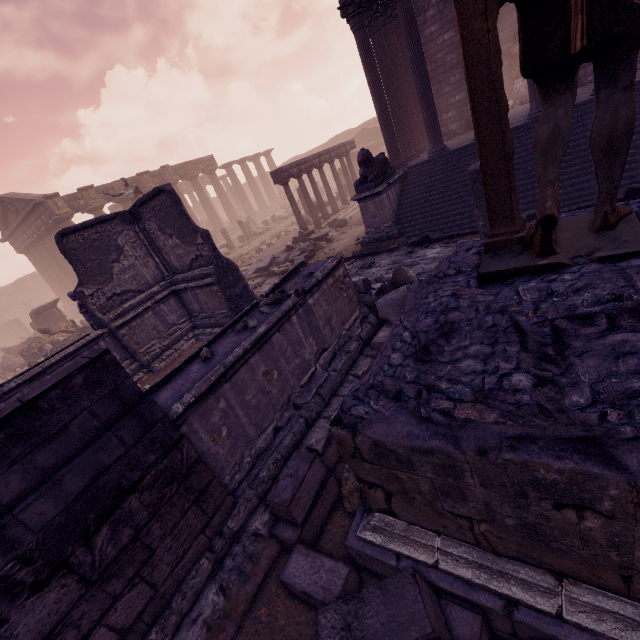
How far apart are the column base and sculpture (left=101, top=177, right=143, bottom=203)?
19.7m

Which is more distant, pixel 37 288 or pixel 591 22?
pixel 37 288

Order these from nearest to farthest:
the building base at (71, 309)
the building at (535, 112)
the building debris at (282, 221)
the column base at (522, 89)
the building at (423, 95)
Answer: the building at (535, 112), the building at (423, 95), the column base at (522, 89), the building debris at (282, 221), the building base at (71, 309)

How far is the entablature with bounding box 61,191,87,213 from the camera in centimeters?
2091cm

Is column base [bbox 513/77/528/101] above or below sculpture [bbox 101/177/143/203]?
below

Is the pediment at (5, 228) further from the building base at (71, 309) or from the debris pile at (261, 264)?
the debris pile at (261, 264)

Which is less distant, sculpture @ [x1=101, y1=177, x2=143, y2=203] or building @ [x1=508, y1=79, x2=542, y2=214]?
building @ [x1=508, y1=79, x2=542, y2=214]

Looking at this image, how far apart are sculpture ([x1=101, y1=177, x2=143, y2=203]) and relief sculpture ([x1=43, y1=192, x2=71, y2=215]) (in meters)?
7.81
